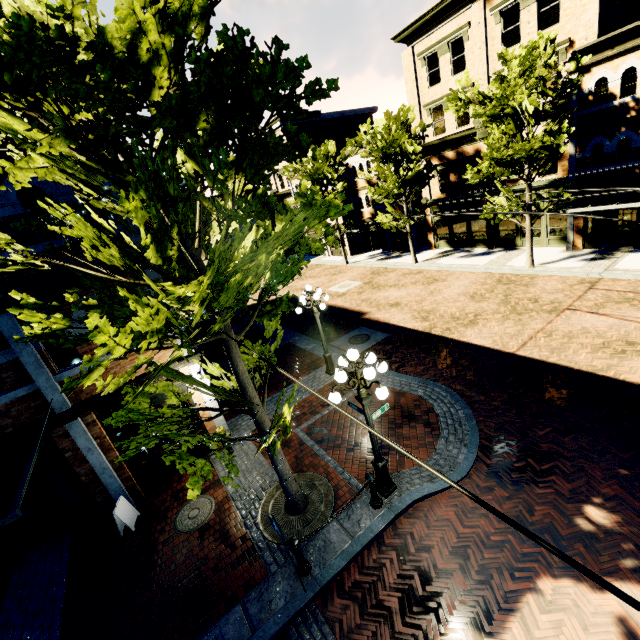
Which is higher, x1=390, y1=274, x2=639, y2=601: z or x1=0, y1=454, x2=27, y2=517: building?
x1=0, y1=454, x2=27, y2=517: building

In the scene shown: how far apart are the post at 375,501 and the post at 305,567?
1.4 meters

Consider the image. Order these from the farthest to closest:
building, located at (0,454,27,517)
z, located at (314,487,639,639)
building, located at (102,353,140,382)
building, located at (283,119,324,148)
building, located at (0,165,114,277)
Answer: building, located at (283,119,324,148)
building, located at (102,353,140,382)
building, located at (0,454,27,517)
building, located at (0,165,114,277)
z, located at (314,487,639,639)

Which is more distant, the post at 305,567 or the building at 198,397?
the building at 198,397

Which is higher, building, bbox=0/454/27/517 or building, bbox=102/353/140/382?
building, bbox=102/353/140/382

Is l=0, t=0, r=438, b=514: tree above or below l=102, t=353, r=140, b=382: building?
above

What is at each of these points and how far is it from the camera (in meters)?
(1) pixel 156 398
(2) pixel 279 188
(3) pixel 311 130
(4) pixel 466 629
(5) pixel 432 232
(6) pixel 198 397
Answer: (1) building, 8.98
(2) building, 40.00
(3) building, 35.91
(4) z, 4.96
(5) building, 26.09
(6) building, 9.42

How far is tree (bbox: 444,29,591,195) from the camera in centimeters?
1340cm
